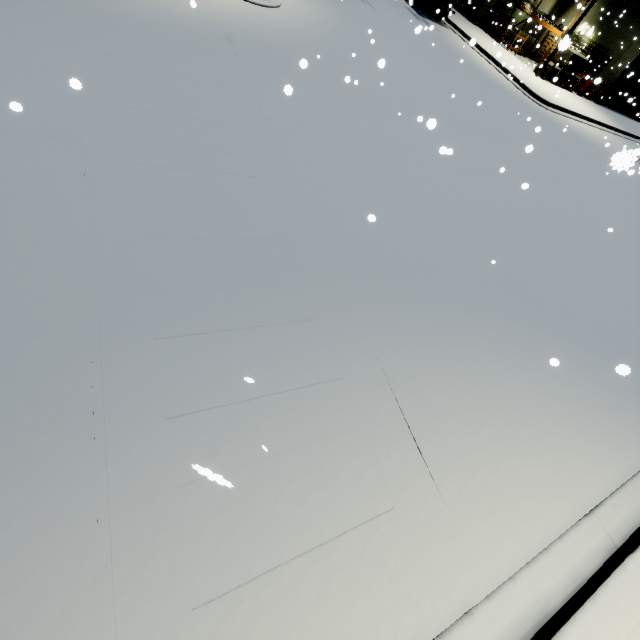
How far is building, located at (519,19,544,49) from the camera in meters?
18.5

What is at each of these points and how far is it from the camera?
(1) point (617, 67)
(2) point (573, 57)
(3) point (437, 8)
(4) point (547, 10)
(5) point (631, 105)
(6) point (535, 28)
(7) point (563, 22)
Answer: (1) building, 23.80m
(2) concrete block, 21.42m
(3) semi trailer, 21.09m
(4) building, 26.14m
(5) roll-up door, 27.84m
(6) building, 27.20m
(7) building, 26.48m

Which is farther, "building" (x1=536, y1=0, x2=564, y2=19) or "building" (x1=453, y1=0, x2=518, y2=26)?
"building" (x1=536, y1=0, x2=564, y2=19)

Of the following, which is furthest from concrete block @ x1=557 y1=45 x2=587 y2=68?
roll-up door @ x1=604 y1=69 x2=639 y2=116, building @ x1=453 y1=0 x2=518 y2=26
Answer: roll-up door @ x1=604 y1=69 x2=639 y2=116

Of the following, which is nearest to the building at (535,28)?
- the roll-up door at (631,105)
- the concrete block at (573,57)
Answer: the roll-up door at (631,105)

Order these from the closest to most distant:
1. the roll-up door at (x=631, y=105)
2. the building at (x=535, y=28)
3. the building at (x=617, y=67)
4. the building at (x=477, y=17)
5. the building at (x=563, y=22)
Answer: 1. the building at (x=535, y=28)
2. the building at (x=617, y=67)
3. the building at (x=477, y=17)
4. the roll-up door at (x=631, y=105)
5. the building at (x=563, y=22)

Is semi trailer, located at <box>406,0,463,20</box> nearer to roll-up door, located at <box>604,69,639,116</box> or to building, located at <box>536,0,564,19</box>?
building, located at <box>536,0,564,19</box>
